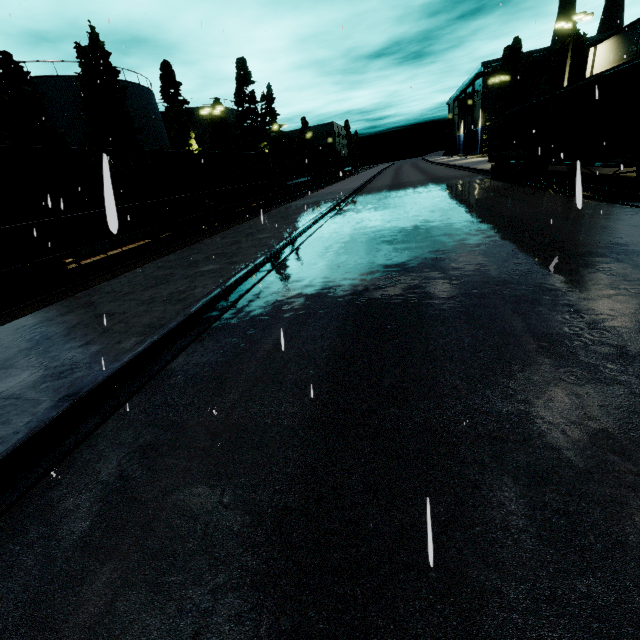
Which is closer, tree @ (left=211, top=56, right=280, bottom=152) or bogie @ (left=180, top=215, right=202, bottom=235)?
bogie @ (left=180, top=215, right=202, bottom=235)

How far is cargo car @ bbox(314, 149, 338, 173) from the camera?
54.38m

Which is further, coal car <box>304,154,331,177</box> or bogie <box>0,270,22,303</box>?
coal car <box>304,154,331,177</box>

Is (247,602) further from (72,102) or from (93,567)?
(72,102)

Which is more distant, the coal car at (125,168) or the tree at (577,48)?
the tree at (577,48)

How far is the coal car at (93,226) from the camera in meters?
11.0 m

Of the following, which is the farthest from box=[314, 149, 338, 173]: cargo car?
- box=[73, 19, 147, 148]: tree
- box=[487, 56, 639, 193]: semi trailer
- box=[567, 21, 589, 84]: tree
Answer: box=[487, 56, 639, 193]: semi trailer

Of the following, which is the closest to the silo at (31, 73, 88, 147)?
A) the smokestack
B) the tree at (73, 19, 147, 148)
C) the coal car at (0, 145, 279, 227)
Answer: the tree at (73, 19, 147, 148)
